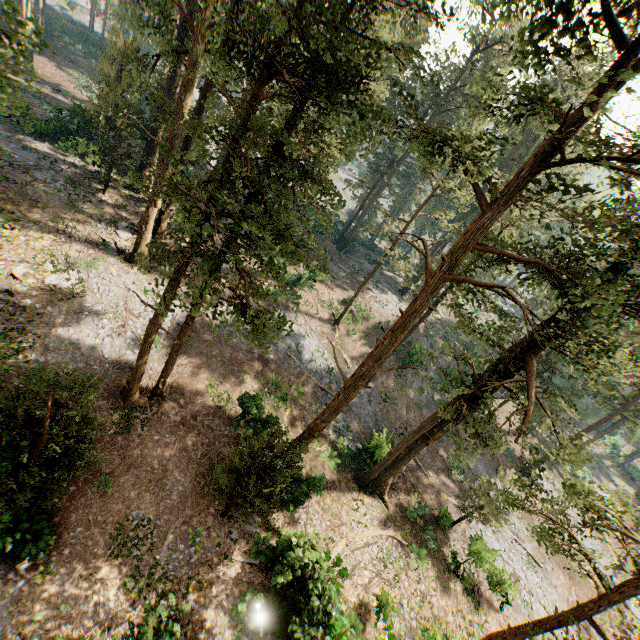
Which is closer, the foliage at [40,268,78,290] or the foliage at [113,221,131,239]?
the foliage at [40,268,78,290]

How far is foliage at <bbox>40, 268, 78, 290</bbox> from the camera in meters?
18.3 m

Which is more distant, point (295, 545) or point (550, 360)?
point (550, 360)

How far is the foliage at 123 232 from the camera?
23.5m

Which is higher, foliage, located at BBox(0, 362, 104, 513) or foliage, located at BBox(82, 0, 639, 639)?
foliage, located at BBox(82, 0, 639, 639)

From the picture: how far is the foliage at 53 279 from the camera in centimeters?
1834cm

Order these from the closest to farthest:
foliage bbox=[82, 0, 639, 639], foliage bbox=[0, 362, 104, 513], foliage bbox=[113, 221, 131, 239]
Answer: foliage bbox=[82, 0, 639, 639] → foliage bbox=[0, 362, 104, 513] → foliage bbox=[113, 221, 131, 239]
